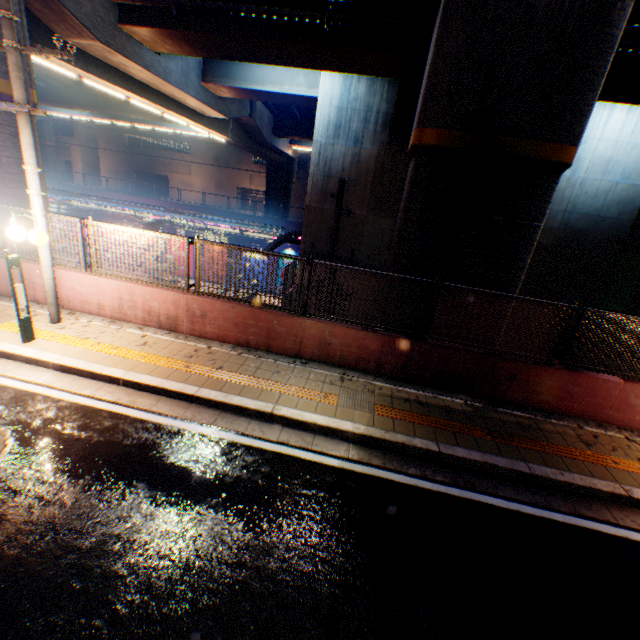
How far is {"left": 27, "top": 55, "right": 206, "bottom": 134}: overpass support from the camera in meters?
15.7

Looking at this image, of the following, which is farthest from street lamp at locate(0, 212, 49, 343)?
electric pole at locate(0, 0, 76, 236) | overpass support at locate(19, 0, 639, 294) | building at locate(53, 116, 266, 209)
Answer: building at locate(53, 116, 266, 209)

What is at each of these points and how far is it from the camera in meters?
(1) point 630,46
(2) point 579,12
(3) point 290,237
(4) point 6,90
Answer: (1) pipe, 8.5
(2) overpass support, 5.7
(3) canopy, 20.6
(4) overpass support, 8.4

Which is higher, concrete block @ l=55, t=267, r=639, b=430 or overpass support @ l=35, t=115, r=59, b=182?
overpass support @ l=35, t=115, r=59, b=182

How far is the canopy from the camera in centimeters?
1742cm

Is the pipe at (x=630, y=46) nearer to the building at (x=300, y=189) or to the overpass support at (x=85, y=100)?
the overpass support at (x=85, y=100)

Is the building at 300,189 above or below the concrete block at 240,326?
above
